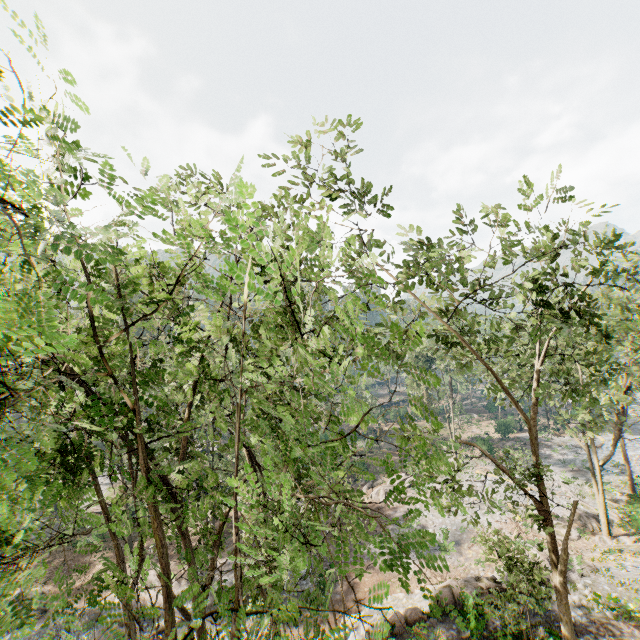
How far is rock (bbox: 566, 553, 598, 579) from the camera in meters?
19.6 m

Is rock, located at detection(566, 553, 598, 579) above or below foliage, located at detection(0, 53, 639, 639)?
below

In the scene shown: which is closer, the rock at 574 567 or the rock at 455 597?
the rock at 455 597

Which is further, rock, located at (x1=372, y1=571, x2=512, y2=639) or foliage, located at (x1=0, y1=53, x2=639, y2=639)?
rock, located at (x1=372, y1=571, x2=512, y2=639)

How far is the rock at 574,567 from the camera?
19.6m

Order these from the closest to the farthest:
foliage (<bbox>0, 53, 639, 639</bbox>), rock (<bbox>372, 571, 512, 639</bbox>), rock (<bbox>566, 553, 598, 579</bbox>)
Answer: foliage (<bbox>0, 53, 639, 639</bbox>) → rock (<bbox>372, 571, 512, 639</bbox>) → rock (<bbox>566, 553, 598, 579</bbox>)

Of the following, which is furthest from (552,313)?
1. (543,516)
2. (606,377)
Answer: (543,516)

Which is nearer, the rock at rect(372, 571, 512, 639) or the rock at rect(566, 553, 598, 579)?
the rock at rect(372, 571, 512, 639)
